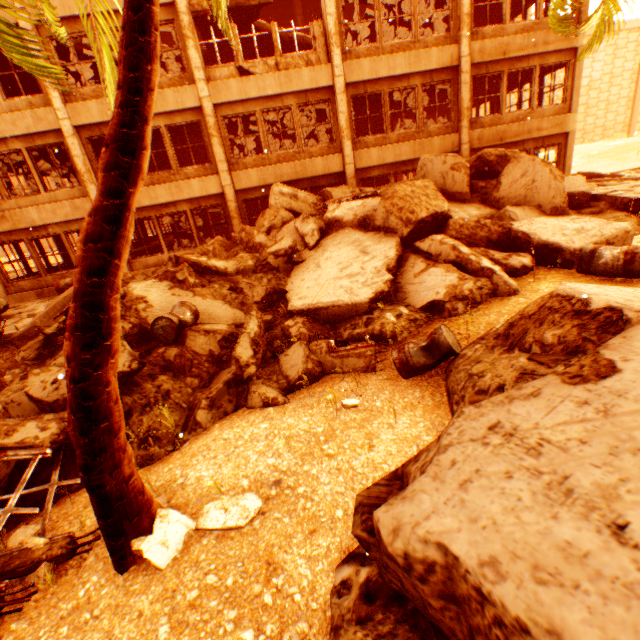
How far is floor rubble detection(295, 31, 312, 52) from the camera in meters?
14.4

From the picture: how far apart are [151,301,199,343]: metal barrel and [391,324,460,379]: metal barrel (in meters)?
3.75

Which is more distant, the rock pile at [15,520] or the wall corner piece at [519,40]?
the wall corner piece at [519,40]

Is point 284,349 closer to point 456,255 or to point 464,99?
point 456,255

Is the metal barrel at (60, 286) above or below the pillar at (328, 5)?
below

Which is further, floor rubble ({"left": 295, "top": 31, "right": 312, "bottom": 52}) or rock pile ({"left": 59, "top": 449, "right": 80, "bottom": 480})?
floor rubble ({"left": 295, "top": 31, "right": 312, "bottom": 52})

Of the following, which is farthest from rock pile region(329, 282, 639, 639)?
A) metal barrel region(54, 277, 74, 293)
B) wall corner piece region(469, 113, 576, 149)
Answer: metal barrel region(54, 277, 74, 293)

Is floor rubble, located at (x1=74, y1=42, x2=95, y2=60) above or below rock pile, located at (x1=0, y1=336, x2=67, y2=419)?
above
